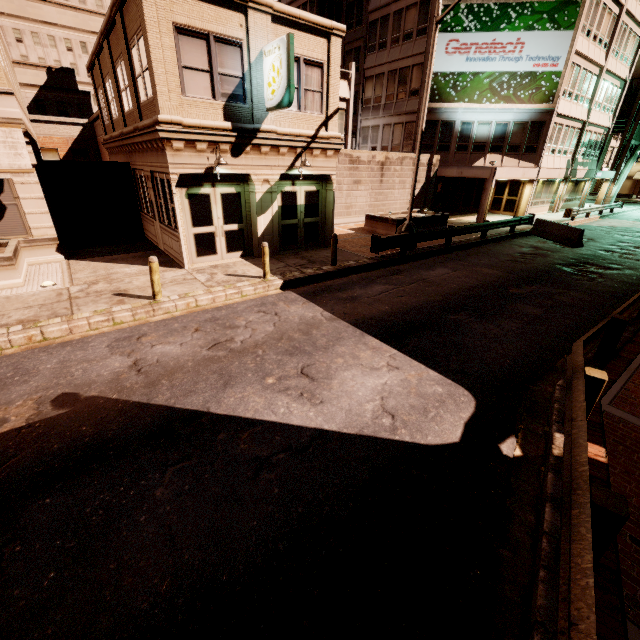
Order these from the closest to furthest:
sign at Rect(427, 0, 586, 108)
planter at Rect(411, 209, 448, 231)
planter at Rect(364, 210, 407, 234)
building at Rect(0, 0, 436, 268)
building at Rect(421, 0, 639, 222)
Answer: building at Rect(0, 0, 436, 268) < planter at Rect(364, 210, 407, 234) < planter at Rect(411, 209, 448, 231) < sign at Rect(427, 0, 586, 108) < building at Rect(421, 0, 639, 222)

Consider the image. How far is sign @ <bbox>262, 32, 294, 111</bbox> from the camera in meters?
9.8

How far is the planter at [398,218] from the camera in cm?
1802

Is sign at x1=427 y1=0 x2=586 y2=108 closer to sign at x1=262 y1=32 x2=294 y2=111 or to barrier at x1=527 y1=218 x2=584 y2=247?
barrier at x1=527 y1=218 x2=584 y2=247

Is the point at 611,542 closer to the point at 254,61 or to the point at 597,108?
the point at 254,61

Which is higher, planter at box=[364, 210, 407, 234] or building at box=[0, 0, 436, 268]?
building at box=[0, 0, 436, 268]

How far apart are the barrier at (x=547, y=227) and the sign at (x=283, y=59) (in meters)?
16.39

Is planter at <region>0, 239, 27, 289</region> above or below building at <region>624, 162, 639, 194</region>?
below
